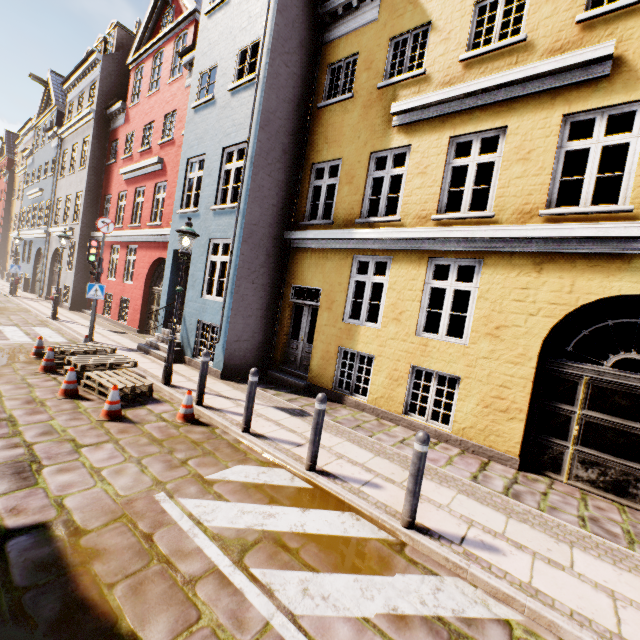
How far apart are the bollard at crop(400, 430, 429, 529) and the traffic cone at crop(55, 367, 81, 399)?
6.13m

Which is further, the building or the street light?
the street light

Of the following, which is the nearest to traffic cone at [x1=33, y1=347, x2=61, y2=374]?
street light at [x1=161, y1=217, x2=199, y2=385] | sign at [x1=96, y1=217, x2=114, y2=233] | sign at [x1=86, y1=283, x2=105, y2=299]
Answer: street light at [x1=161, y1=217, x2=199, y2=385]

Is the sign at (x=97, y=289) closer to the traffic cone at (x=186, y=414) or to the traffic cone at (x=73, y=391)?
the traffic cone at (x=73, y=391)

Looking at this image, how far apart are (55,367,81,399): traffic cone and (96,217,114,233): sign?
6.3m

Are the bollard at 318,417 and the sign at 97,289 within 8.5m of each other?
no

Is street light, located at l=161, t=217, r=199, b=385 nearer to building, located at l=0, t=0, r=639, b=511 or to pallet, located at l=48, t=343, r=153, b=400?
pallet, located at l=48, t=343, r=153, b=400

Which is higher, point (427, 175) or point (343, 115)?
point (343, 115)
